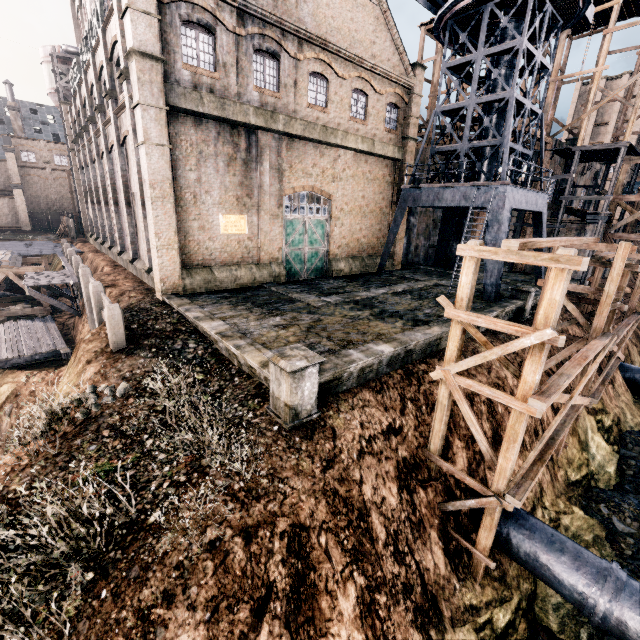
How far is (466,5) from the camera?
19.0 meters

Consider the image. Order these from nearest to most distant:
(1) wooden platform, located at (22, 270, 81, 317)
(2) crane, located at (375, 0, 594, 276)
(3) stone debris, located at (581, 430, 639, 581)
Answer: (3) stone debris, located at (581, 430, 639, 581)
(2) crane, located at (375, 0, 594, 276)
(1) wooden platform, located at (22, 270, 81, 317)

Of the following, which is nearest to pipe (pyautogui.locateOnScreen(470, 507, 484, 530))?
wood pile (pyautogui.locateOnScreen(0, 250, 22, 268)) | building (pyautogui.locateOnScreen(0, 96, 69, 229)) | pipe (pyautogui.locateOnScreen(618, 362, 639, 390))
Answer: pipe (pyautogui.locateOnScreen(618, 362, 639, 390))

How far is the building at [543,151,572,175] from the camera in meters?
28.7

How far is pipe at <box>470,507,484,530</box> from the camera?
11.4m

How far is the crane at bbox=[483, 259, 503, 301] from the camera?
19.17m

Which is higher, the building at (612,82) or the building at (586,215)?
the building at (612,82)

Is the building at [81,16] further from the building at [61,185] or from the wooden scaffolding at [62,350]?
the building at [61,185]
